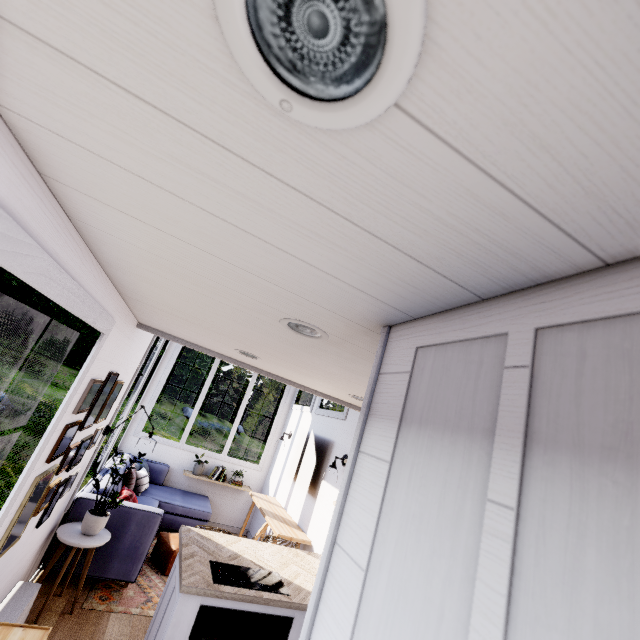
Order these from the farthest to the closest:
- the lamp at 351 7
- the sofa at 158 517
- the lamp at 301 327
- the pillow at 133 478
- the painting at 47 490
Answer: the pillow at 133 478, the sofa at 158 517, the painting at 47 490, the lamp at 301 327, the lamp at 351 7

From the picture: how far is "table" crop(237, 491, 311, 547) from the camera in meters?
4.1 m

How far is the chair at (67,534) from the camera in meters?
2.9

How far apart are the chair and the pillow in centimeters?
118cm

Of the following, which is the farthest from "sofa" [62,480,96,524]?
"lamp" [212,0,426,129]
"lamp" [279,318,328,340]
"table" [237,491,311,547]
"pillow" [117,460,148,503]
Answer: "lamp" [212,0,426,129]

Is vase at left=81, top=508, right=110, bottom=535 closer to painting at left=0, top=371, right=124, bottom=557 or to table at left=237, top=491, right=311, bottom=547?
painting at left=0, top=371, right=124, bottom=557

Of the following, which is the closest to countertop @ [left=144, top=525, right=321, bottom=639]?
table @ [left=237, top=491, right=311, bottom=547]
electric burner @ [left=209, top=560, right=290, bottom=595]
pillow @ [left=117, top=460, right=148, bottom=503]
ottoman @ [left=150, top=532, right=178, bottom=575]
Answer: electric burner @ [left=209, top=560, right=290, bottom=595]

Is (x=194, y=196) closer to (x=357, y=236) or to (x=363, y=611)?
(x=357, y=236)
